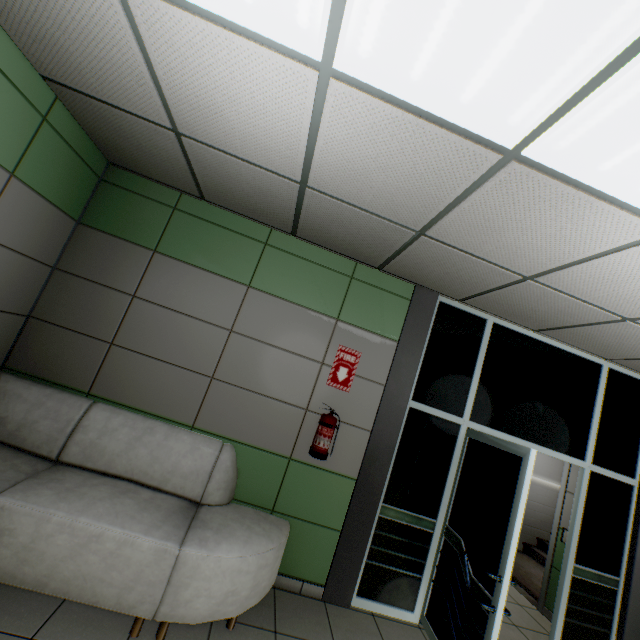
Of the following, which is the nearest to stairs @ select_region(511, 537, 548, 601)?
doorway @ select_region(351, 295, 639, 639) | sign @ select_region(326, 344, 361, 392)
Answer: doorway @ select_region(351, 295, 639, 639)

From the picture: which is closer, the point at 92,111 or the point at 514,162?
the point at 514,162

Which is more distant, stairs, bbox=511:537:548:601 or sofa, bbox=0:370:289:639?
stairs, bbox=511:537:548:601

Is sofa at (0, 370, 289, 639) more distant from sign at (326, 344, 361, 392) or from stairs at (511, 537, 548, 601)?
stairs at (511, 537, 548, 601)

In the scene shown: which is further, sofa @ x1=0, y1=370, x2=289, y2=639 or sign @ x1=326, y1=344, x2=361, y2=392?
sign @ x1=326, y1=344, x2=361, y2=392

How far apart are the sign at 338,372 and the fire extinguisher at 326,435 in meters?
0.3

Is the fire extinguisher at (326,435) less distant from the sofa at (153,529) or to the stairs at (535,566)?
the sofa at (153,529)

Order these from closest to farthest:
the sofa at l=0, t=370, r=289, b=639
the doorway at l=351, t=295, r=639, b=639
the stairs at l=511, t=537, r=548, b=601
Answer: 1. the sofa at l=0, t=370, r=289, b=639
2. the doorway at l=351, t=295, r=639, b=639
3. the stairs at l=511, t=537, r=548, b=601
